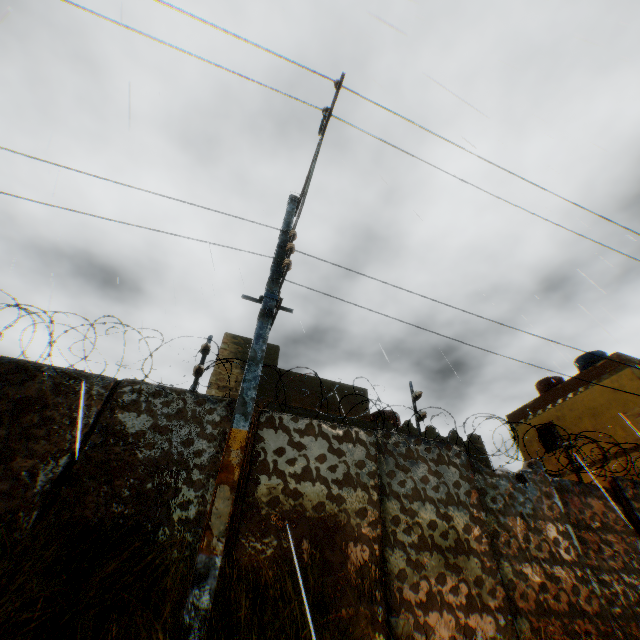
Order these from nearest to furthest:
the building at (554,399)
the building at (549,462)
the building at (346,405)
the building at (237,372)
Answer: the building at (237,372), the building at (346,405), the building at (554,399), the building at (549,462)

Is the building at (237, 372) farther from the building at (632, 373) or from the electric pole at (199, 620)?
the electric pole at (199, 620)

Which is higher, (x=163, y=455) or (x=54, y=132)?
(x=54, y=132)

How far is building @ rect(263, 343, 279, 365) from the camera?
11.78m

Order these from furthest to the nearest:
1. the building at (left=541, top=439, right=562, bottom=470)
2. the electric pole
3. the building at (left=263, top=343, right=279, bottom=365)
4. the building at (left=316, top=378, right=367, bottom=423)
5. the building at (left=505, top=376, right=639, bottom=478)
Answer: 1. the building at (left=541, top=439, right=562, bottom=470)
2. the building at (left=505, top=376, right=639, bottom=478)
3. the building at (left=263, top=343, right=279, bottom=365)
4. the building at (left=316, top=378, right=367, bottom=423)
5. the electric pole

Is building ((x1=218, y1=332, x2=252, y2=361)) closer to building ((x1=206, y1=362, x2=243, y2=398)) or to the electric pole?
building ((x1=206, y1=362, x2=243, y2=398))
